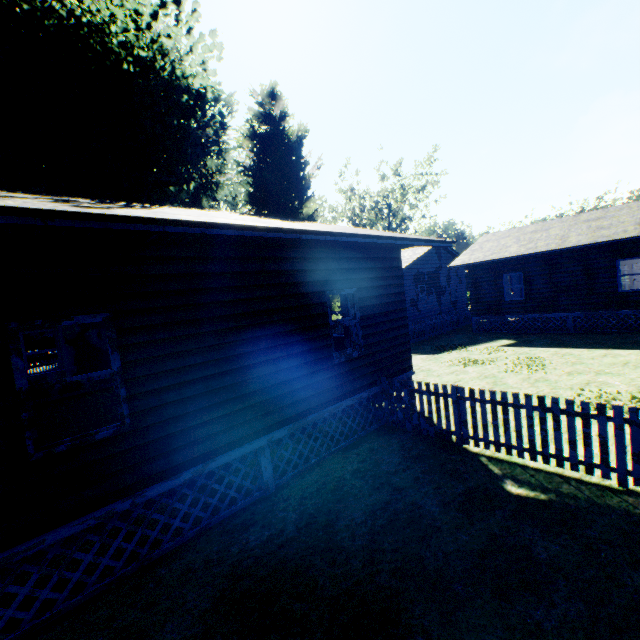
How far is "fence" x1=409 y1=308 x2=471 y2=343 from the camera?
19.78m

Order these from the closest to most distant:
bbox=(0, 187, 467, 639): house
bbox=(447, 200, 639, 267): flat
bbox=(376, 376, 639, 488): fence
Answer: bbox=(0, 187, 467, 639): house < bbox=(376, 376, 639, 488): fence < bbox=(447, 200, 639, 267): flat

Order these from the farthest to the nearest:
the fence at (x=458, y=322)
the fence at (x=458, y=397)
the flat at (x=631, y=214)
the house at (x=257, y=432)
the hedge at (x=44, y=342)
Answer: the hedge at (x=44, y=342), the fence at (x=458, y=322), the flat at (x=631, y=214), the fence at (x=458, y=397), the house at (x=257, y=432)

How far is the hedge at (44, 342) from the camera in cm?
3666

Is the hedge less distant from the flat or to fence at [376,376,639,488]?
fence at [376,376,639,488]

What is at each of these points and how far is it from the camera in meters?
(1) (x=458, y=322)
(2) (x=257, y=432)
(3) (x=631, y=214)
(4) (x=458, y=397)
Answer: (1) fence, 23.9 m
(2) house, 5.7 m
(3) flat, 16.6 m
(4) fence, 6.6 m

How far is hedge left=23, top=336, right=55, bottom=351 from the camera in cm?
3666

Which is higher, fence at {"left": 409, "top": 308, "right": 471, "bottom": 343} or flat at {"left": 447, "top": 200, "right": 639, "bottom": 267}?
flat at {"left": 447, "top": 200, "right": 639, "bottom": 267}
